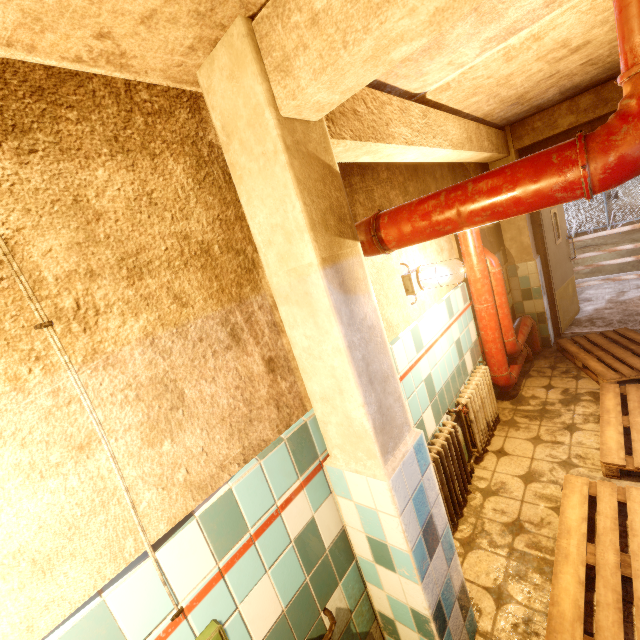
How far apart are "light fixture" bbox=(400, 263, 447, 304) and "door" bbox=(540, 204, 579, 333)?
3.1 meters

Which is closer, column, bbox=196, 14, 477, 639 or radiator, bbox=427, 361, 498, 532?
column, bbox=196, 14, 477, 639

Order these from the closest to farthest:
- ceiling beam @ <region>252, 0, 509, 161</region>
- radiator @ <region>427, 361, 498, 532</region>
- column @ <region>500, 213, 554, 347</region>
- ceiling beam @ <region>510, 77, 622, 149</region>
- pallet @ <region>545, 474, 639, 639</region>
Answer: ceiling beam @ <region>252, 0, 509, 161</region> → pallet @ <region>545, 474, 639, 639</region> → radiator @ <region>427, 361, 498, 532</region> → ceiling beam @ <region>510, 77, 622, 149</region> → column @ <region>500, 213, 554, 347</region>

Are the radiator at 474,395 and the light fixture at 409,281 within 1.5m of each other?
yes

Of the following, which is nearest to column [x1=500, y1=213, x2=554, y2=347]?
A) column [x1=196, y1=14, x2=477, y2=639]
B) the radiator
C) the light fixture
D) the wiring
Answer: the radiator

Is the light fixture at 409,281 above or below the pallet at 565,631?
above

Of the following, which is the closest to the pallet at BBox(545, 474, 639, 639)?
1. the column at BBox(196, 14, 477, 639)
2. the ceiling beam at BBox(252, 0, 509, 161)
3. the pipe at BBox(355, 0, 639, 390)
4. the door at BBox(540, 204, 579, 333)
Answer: the column at BBox(196, 14, 477, 639)

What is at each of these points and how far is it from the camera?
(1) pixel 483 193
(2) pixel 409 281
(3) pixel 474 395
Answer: (1) pipe, 1.20m
(2) light fixture, 2.40m
(3) radiator, 2.89m
